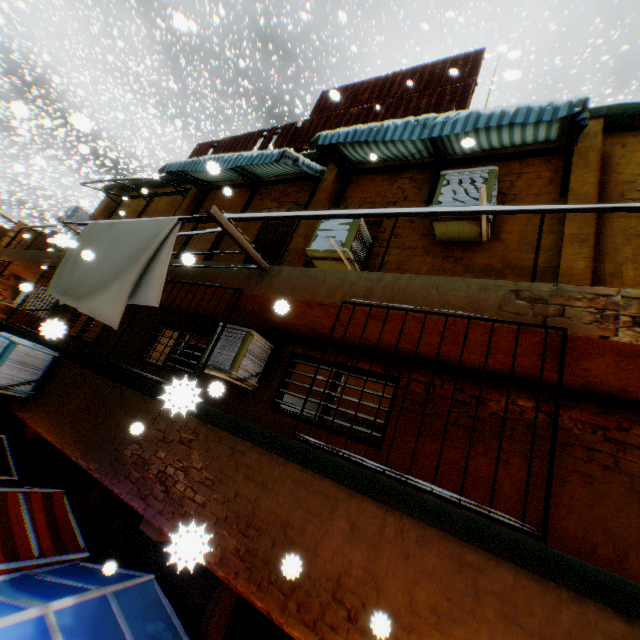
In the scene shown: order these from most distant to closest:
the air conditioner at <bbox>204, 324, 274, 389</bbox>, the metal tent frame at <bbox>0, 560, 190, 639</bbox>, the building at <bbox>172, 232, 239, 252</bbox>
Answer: the building at <bbox>172, 232, 239, 252</bbox> < the air conditioner at <bbox>204, 324, 274, 389</bbox> < the metal tent frame at <bbox>0, 560, 190, 639</bbox>

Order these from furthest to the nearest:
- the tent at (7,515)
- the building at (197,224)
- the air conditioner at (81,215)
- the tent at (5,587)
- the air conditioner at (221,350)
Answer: the air conditioner at (81,215)
the building at (197,224)
the air conditioner at (221,350)
the tent at (7,515)
the tent at (5,587)

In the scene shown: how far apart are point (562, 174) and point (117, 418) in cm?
776

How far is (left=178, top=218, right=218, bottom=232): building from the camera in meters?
6.3

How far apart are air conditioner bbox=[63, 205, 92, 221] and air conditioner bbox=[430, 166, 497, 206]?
10.7m

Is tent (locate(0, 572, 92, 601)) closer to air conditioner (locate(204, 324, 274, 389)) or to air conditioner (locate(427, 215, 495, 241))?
air conditioner (locate(204, 324, 274, 389))

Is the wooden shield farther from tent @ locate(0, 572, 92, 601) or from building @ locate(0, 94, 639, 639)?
tent @ locate(0, 572, 92, 601)

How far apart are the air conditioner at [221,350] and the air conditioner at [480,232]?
2.75m
